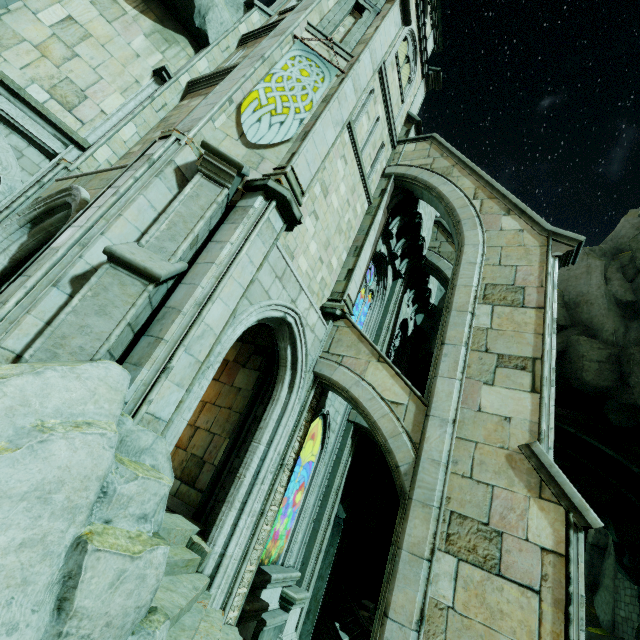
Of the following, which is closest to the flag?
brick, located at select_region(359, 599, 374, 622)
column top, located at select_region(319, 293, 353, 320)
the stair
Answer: column top, located at select_region(319, 293, 353, 320)

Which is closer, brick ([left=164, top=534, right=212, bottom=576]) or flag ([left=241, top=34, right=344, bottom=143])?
brick ([left=164, top=534, right=212, bottom=576])

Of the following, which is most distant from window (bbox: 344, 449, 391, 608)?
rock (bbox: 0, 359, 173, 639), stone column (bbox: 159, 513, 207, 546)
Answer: stone column (bbox: 159, 513, 207, 546)

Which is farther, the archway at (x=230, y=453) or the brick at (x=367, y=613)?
the brick at (x=367, y=613)

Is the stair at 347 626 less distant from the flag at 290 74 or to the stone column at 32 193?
the stone column at 32 193

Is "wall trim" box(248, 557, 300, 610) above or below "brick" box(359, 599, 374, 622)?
above

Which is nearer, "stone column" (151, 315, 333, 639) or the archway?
"stone column" (151, 315, 333, 639)

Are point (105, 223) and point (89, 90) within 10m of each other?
yes
